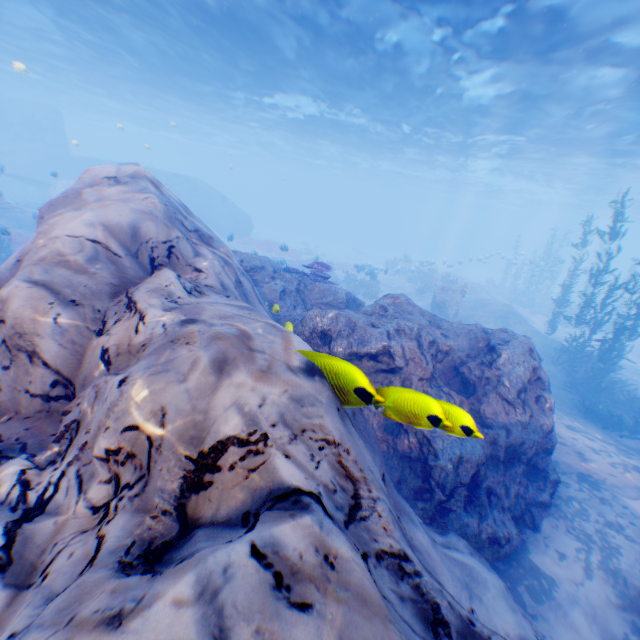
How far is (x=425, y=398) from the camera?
2.93m

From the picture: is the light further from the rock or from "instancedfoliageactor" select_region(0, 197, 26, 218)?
"instancedfoliageactor" select_region(0, 197, 26, 218)

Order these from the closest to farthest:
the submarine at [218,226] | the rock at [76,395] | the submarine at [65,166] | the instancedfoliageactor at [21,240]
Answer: the rock at [76,395] → the instancedfoliageactor at [21,240] → the submarine at [65,166] → the submarine at [218,226]

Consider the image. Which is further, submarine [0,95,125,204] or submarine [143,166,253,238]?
submarine [143,166,253,238]

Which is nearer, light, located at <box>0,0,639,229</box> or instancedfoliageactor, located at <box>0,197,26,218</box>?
light, located at <box>0,0,639,229</box>

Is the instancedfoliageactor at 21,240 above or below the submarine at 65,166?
below

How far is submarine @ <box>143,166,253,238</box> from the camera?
34.5m

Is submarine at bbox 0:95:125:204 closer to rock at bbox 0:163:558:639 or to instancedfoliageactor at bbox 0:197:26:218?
rock at bbox 0:163:558:639
